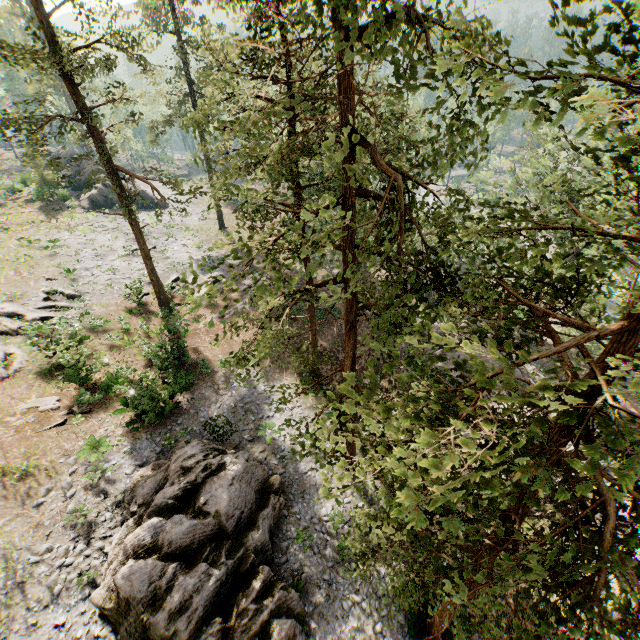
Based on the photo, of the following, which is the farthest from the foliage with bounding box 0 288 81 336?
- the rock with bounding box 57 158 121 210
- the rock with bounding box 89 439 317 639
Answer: the rock with bounding box 89 439 317 639

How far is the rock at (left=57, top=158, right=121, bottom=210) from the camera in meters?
41.4 m

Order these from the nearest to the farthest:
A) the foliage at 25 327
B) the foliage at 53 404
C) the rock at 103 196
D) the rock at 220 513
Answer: the rock at 220 513 → the foliage at 53 404 → the foliage at 25 327 → the rock at 103 196

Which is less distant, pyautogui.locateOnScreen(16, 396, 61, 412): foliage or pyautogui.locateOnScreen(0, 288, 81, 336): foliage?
pyautogui.locateOnScreen(16, 396, 61, 412): foliage

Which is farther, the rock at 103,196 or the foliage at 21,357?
the rock at 103,196

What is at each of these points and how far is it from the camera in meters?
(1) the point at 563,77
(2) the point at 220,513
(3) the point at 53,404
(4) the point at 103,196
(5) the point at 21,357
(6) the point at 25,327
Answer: (1) foliage, 2.8 m
(2) rock, 13.2 m
(3) foliage, 18.3 m
(4) rock, 42.2 m
(5) foliage, 20.3 m
(6) foliage, 21.9 m

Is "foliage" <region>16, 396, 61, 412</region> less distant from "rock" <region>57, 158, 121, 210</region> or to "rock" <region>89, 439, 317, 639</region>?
"rock" <region>57, 158, 121, 210</region>

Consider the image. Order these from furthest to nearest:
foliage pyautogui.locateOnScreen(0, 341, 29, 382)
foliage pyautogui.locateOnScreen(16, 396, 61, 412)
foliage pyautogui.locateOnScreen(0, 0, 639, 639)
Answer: foliage pyautogui.locateOnScreen(0, 341, 29, 382)
foliage pyautogui.locateOnScreen(16, 396, 61, 412)
foliage pyautogui.locateOnScreen(0, 0, 639, 639)
